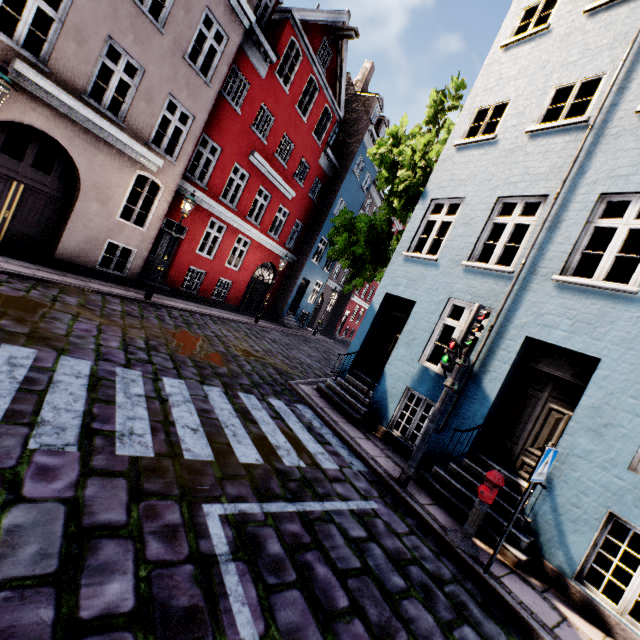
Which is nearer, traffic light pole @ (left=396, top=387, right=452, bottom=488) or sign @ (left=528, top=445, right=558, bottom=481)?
sign @ (left=528, top=445, right=558, bottom=481)

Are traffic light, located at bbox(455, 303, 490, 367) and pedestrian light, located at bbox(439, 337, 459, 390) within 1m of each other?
yes

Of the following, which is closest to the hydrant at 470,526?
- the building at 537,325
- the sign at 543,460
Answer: the sign at 543,460

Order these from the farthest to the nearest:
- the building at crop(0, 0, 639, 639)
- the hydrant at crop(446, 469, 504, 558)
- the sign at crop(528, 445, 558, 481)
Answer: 1. the building at crop(0, 0, 639, 639)
2. the hydrant at crop(446, 469, 504, 558)
3. the sign at crop(528, 445, 558, 481)

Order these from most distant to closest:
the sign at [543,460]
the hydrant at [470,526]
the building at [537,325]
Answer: the building at [537,325]
the hydrant at [470,526]
the sign at [543,460]

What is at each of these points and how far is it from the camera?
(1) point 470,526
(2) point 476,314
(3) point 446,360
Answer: (1) hydrant, 4.7m
(2) traffic light, 5.4m
(3) pedestrian light, 5.8m

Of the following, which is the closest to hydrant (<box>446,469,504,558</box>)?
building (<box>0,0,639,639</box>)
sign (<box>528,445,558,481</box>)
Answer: sign (<box>528,445,558,481</box>)

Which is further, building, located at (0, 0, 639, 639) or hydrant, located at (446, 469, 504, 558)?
building, located at (0, 0, 639, 639)
